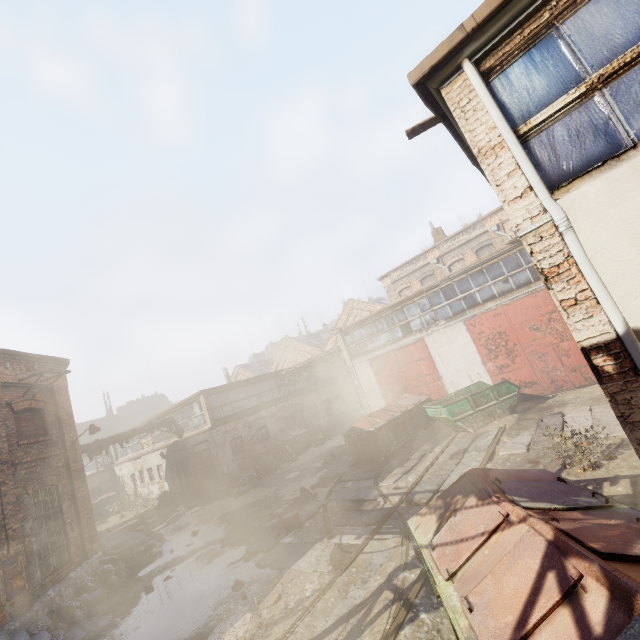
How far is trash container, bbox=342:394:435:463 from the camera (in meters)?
13.59

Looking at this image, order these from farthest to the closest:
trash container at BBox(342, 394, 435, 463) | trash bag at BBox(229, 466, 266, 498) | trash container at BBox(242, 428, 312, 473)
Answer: trash container at BBox(242, 428, 312, 473), trash bag at BBox(229, 466, 266, 498), trash container at BBox(342, 394, 435, 463)

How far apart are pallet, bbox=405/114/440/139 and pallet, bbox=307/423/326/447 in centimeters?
2069cm

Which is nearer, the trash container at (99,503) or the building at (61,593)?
the building at (61,593)

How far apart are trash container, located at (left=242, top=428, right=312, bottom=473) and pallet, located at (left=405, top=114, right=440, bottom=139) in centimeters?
1886cm

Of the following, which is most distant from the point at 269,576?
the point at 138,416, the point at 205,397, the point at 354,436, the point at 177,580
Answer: the point at 138,416

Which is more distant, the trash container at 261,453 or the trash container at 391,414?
the trash container at 261,453

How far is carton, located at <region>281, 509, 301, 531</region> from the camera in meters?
9.6
